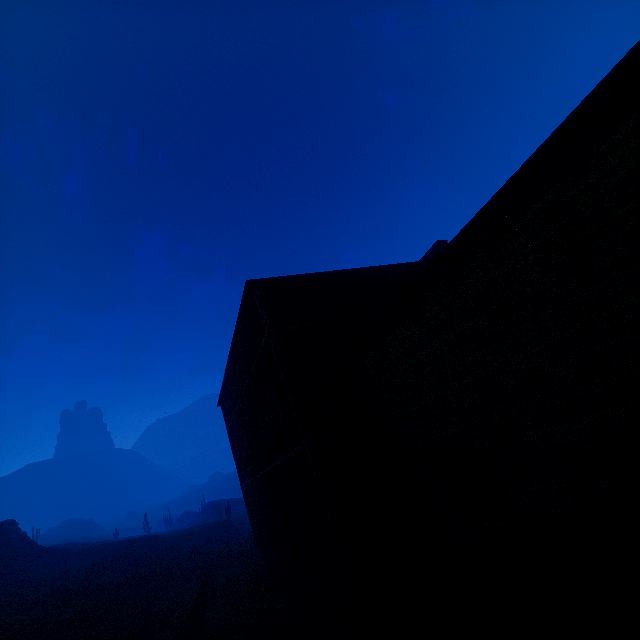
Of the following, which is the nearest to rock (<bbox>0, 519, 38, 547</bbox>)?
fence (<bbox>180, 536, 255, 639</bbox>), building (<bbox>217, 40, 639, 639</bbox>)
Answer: building (<bbox>217, 40, 639, 639</bbox>)

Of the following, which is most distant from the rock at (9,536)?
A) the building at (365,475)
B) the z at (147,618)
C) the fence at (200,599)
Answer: the fence at (200,599)

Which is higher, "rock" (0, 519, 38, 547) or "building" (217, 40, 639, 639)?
"rock" (0, 519, 38, 547)

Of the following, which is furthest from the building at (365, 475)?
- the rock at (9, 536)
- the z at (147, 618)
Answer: the rock at (9, 536)

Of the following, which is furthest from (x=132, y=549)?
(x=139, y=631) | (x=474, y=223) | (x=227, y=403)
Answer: (x=474, y=223)

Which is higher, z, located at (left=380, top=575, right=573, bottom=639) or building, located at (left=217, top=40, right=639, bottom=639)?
building, located at (left=217, top=40, right=639, bottom=639)

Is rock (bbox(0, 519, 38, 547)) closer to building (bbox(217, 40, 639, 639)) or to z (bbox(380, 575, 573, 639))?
z (bbox(380, 575, 573, 639))

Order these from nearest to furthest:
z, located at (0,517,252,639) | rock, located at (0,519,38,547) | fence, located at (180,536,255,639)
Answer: fence, located at (180,536,255,639), z, located at (0,517,252,639), rock, located at (0,519,38,547)
